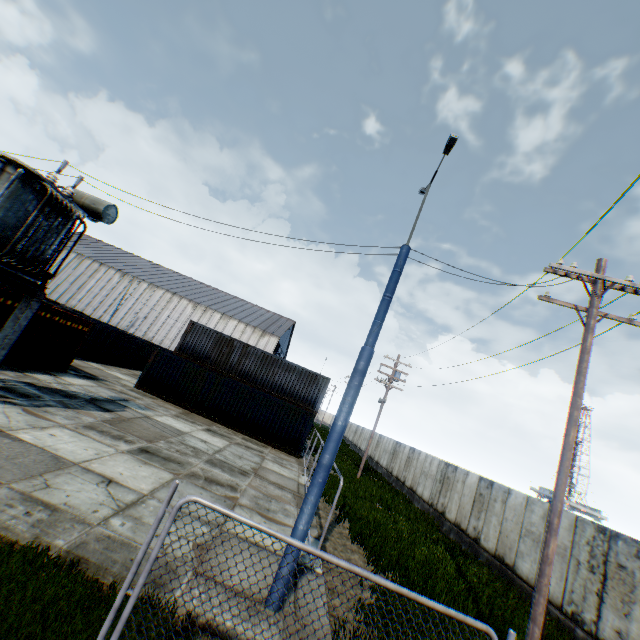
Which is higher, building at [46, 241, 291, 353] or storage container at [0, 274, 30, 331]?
building at [46, 241, 291, 353]

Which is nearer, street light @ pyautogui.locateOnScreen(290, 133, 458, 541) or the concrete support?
street light @ pyautogui.locateOnScreen(290, 133, 458, 541)

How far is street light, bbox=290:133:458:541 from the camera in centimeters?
612cm

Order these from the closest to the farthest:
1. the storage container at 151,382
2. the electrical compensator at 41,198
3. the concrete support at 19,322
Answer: Result: the electrical compensator at 41,198 < the concrete support at 19,322 < the storage container at 151,382

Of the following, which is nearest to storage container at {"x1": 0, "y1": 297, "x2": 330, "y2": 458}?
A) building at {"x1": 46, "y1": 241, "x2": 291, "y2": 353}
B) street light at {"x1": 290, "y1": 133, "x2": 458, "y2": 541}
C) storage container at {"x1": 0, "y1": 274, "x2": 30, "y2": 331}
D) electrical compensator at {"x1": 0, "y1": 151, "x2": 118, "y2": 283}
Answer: storage container at {"x1": 0, "y1": 274, "x2": 30, "y2": 331}

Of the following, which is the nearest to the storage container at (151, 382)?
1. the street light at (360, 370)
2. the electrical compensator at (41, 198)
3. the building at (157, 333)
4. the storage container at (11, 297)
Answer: the storage container at (11, 297)

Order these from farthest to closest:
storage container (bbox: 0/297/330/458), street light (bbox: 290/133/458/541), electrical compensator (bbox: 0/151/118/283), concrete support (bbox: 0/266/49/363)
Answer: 1. storage container (bbox: 0/297/330/458)
2. concrete support (bbox: 0/266/49/363)
3. electrical compensator (bbox: 0/151/118/283)
4. street light (bbox: 290/133/458/541)

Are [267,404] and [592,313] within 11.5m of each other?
no
